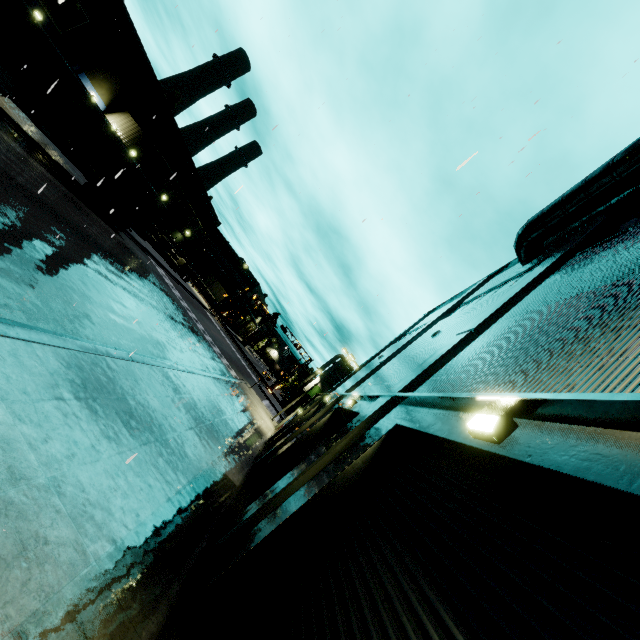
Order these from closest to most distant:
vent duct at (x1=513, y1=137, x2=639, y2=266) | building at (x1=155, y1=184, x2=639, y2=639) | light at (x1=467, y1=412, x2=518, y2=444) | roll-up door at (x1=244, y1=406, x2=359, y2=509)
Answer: building at (x1=155, y1=184, x2=639, y2=639) < light at (x1=467, y1=412, x2=518, y2=444) < vent duct at (x1=513, y1=137, x2=639, y2=266) < roll-up door at (x1=244, y1=406, x2=359, y2=509)

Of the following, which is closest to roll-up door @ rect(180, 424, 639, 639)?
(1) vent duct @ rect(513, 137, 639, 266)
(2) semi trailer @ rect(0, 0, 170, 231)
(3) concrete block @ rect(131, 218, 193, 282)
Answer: (2) semi trailer @ rect(0, 0, 170, 231)

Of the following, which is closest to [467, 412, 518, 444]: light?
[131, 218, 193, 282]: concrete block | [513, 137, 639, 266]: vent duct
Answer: [513, 137, 639, 266]: vent duct

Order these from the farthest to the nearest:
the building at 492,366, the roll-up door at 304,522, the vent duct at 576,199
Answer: the vent duct at 576,199
the building at 492,366
the roll-up door at 304,522

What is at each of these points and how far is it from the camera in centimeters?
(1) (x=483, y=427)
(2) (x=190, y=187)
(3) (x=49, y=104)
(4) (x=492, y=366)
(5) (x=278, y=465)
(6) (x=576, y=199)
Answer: (1) light, 317cm
(2) building, 4828cm
(3) semi trailer, 1446cm
(4) building, 504cm
(5) roll-up door, 1288cm
(6) vent duct, 963cm

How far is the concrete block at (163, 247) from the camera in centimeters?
3278cm

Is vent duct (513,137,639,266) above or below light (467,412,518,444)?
above

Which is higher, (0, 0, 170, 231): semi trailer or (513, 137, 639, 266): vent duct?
(513, 137, 639, 266): vent duct
